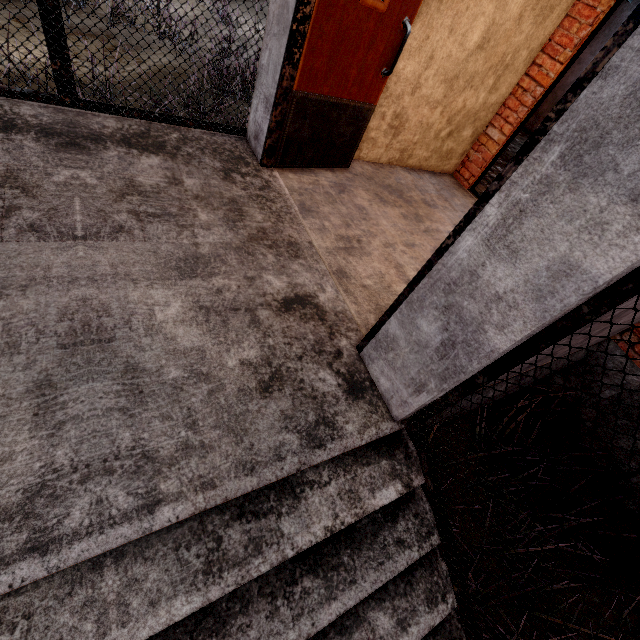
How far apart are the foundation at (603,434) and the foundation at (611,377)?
0.09m

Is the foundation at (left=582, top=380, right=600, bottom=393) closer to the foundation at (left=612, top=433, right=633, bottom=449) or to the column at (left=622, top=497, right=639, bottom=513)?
the foundation at (left=612, top=433, right=633, bottom=449)

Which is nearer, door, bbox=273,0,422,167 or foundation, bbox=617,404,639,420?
door, bbox=273,0,422,167

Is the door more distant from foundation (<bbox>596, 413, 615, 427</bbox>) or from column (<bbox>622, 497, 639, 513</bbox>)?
column (<bbox>622, 497, 639, 513</bbox>)

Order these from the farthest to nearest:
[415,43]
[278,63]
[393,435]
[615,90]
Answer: [415,43] → [278,63] → [393,435] → [615,90]

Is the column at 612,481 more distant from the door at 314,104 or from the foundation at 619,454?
the door at 314,104

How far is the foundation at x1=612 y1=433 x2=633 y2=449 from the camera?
3.3m
